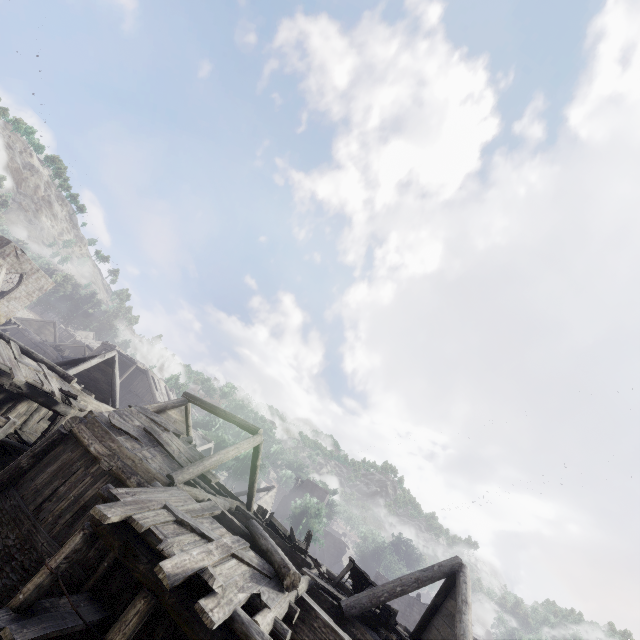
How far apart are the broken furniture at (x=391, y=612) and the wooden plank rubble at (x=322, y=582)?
0.0 meters

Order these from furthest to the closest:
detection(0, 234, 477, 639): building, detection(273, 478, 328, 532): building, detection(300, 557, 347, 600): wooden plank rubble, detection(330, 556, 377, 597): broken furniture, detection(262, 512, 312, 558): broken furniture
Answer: detection(273, 478, 328, 532): building < detection(262, 512, 312, 558): broken furniture < detection(330, 556, 377, 597): broken furniture < detection(300, 557, 347, 600): wooden plank rubble < detection(0, 234, 477, 639): building

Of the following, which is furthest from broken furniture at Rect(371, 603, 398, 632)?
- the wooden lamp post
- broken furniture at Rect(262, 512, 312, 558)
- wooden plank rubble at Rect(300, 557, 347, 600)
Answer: the wooden lamp post

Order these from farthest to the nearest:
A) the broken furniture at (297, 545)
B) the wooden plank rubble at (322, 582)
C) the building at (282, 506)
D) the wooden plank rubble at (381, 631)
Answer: the building at (282, 506) < the broken furniture at (297, 545) < the wooden plank rubble at (322, 582) < the wooden plank rubble at (381, 631)

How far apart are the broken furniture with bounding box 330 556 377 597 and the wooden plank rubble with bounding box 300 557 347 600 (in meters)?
0.01

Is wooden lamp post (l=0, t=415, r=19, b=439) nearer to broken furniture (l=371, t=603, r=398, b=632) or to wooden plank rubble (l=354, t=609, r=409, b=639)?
wooden plank rubble (l=354, t=609, r=409, b=639)

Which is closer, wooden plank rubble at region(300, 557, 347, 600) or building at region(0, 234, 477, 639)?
building at region(0, 234, 477, 639)

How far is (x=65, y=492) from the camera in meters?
10.2 m
